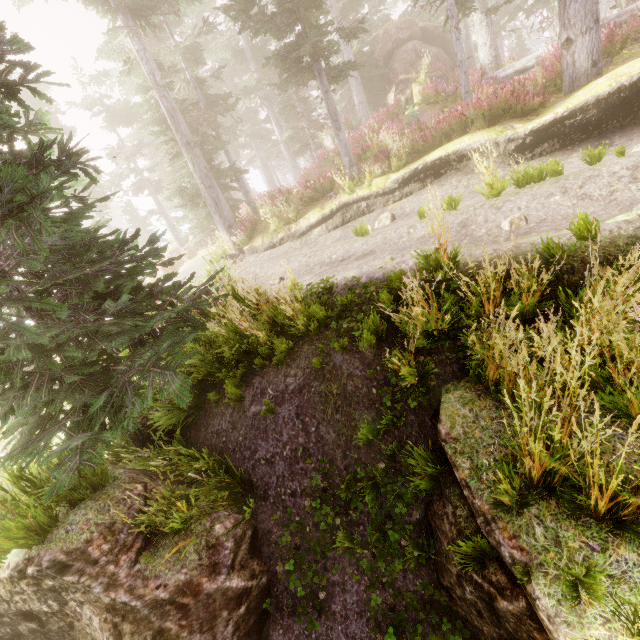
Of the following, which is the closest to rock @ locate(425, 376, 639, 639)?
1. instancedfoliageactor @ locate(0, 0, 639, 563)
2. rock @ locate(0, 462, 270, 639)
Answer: instancedfoliageactor @ locate(0, 0, 639, 563)

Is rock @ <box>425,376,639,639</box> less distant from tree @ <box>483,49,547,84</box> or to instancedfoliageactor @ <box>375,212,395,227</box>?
instancedfoliageactor @ <box>375,212,395,227</box>

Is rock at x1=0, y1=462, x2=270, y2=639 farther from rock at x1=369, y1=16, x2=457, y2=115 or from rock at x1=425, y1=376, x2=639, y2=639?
rock at x1=369, y1=16, x2=457, y2=115

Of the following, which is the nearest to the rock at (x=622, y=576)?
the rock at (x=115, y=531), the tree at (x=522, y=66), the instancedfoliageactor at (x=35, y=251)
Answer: the instancedfoliageactor at (x=35, y=251)

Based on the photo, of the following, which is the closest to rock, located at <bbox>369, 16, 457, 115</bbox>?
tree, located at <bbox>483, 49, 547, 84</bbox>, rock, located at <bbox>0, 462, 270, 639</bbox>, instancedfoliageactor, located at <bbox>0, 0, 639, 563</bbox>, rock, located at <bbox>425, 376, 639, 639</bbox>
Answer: instancedfoliageactor, located at <bbox>0, 0, 639, 563</bbox>

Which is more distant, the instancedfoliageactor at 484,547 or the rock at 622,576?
the instancedfoliageactor at 484,547

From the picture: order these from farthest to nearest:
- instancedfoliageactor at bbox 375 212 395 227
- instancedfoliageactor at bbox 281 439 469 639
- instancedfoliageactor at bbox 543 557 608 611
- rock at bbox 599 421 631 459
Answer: instancedfoliageactor at bbox 375 212 395 227 < instancedfoliageactor at bbox 281 439 469 639 < rock at bbox 599 421 631 459 < instancedfoliageactor at bbox 543 557 608 611

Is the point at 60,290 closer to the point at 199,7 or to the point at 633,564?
the point at 633,564
